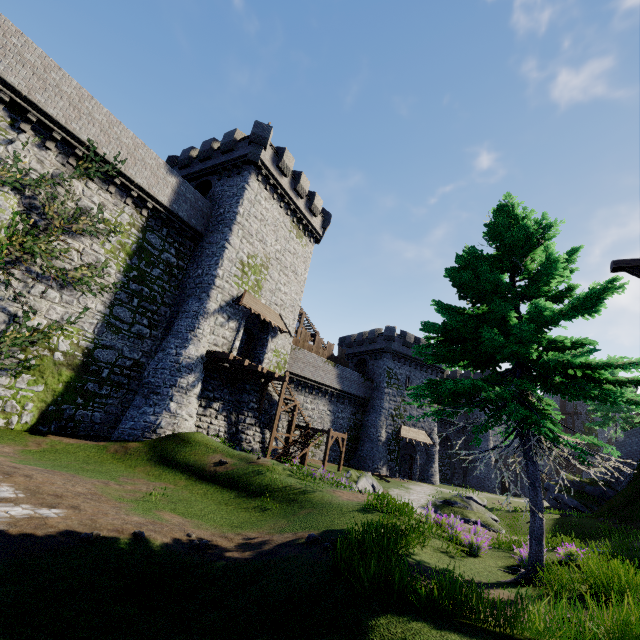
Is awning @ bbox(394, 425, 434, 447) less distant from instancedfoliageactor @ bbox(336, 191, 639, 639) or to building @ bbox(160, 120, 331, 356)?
building @ bbox(160, 120, 331, 356)

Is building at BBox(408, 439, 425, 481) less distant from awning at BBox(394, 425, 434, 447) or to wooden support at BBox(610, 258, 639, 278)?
awning at BBox(394, 425, 434, 447)

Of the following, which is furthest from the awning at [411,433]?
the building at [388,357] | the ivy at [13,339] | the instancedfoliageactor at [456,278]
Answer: the ivy at [13,339]

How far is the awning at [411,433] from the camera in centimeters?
3721cm

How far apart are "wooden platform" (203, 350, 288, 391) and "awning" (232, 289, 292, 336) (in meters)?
3.09

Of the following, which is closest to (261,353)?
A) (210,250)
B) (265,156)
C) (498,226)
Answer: (210,250)

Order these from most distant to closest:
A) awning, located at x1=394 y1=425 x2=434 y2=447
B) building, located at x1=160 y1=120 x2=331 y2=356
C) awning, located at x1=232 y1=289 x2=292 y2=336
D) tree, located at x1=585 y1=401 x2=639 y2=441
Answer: awning, located at x1=394 y1=425 x2=434 y2=447 < tree, located at x1=585 y1=401 x2=639 y2=441 < awning, located at x1=232 y1=289 x2=292 y2=336 < building, located at x1=160 y1=120 x2=331 y2=356

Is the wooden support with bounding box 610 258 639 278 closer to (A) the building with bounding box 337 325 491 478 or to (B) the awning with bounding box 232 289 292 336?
(B) the awning with bounding box 232 289 292 336
